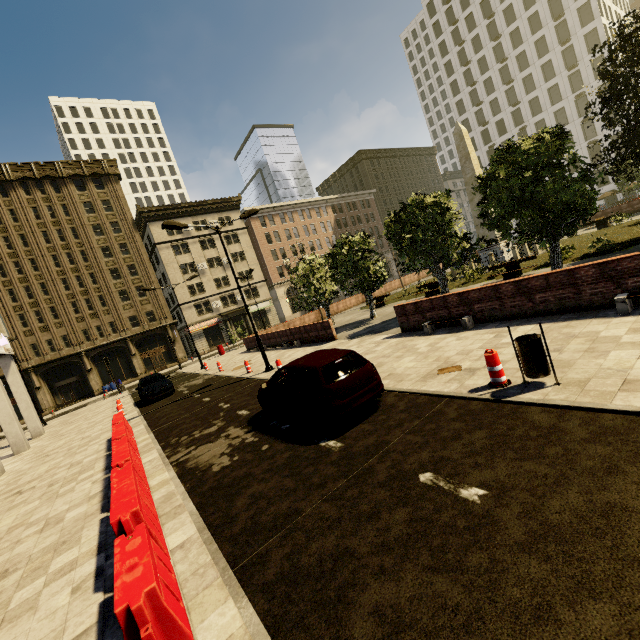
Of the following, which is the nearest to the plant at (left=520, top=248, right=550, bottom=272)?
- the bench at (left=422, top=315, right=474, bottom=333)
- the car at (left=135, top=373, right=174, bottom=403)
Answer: the bench at (left=422, top=315, right=474, bottom=333)

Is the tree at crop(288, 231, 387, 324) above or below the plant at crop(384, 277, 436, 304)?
above

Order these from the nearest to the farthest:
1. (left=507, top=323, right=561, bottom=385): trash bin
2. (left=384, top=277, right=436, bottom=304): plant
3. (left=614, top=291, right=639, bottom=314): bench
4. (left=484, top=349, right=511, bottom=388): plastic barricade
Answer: (left=507, top=323, right=561, bottom=385): trash bin, (left=484, top=349, right=511, bottom=388): plastic barricade, (left=614, top=291, right=639, bottom=314): bench, (left=384, top=277, right=436, bottom=304): plant

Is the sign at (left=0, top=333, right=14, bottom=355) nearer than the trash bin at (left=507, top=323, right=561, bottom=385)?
No

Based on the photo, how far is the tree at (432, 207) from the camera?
15.0m

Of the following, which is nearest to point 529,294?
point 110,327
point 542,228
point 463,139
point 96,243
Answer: point 542,228

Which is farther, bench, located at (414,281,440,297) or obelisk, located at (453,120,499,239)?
obelisk, located at (453,120,499,239)

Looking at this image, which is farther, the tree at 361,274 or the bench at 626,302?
the tree at 361,274
